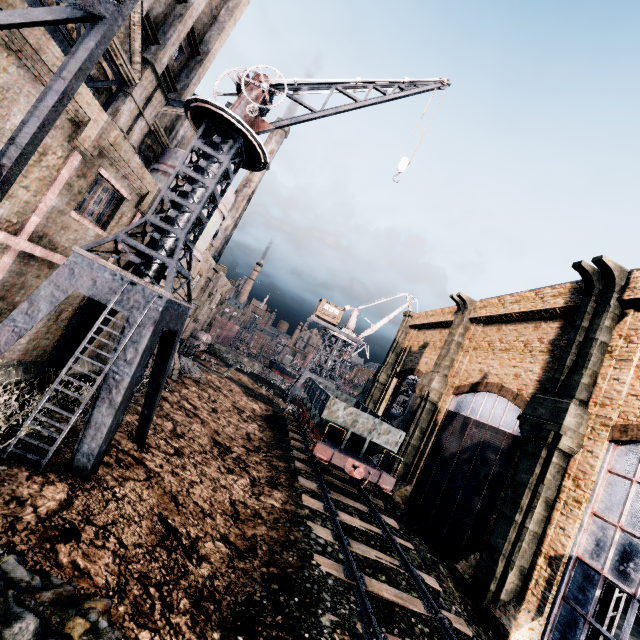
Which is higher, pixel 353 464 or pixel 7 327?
pixel 7 327

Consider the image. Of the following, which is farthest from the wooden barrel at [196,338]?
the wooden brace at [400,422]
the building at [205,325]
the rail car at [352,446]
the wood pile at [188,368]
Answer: the building at [205,325]

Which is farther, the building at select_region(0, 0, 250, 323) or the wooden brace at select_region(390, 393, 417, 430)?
the wooden brace at select_region(390, 393, 417, 430)

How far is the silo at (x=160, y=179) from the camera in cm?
1903

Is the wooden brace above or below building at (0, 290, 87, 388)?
above

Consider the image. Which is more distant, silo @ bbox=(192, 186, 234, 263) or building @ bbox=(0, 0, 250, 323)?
silo @ bbox=(192, 186, 234, 263)

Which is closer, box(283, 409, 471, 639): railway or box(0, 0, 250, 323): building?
box(0, 0, 250, 323): building

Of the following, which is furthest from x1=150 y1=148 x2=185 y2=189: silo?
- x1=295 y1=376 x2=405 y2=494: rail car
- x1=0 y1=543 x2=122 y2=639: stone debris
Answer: x1=0 y1=543 x2=122 y2=639: stone debris
